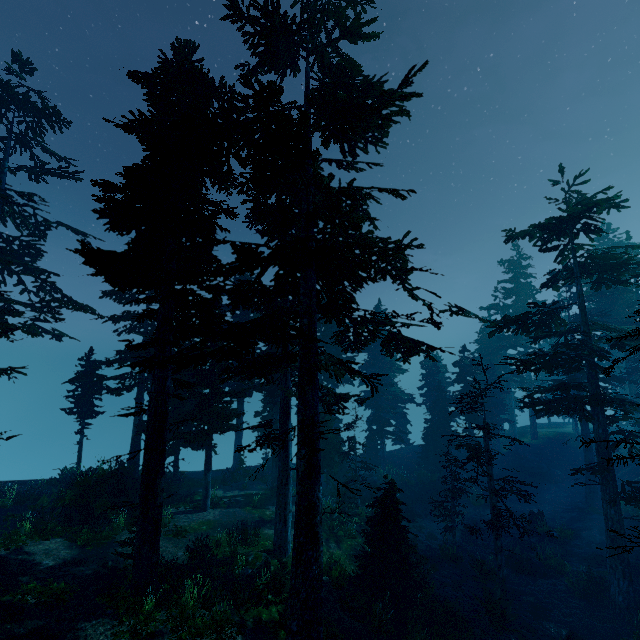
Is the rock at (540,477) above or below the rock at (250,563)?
below

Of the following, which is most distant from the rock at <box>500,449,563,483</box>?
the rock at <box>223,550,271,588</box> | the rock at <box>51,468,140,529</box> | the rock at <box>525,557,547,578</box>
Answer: the rock at <box>51,468,140,529</box>

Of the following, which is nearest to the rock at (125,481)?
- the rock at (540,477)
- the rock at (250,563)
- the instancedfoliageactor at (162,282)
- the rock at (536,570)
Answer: the instancedfoliageactor at (162,282)

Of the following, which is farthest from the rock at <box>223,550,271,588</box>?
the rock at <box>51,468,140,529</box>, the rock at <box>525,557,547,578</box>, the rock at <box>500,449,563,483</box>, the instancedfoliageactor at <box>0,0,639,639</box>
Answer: the rock at <box>500,449,563,483</box>

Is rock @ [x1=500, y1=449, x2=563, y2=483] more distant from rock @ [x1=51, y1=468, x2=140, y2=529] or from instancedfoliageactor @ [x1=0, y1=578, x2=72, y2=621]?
rock @ [x1=51, y1=468, x2=140, y2=529]

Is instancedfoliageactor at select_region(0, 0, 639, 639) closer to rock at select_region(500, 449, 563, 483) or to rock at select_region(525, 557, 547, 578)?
rock at select_region(500, 449, 563, 483)

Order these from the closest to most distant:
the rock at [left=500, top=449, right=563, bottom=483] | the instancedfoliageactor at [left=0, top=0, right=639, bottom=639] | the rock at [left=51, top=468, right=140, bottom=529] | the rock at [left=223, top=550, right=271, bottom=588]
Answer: the instancedfoliageactor at [left=0, top=0, right=639, bottom=639]
the rock at [left=223, top=550, right=271, bottom=588]
the rock at [left=51, top=468, right=140, bottom=529]
the rock at [left=500, top=449, right=563, bottom=483]

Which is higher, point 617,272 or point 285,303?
point 617,272
